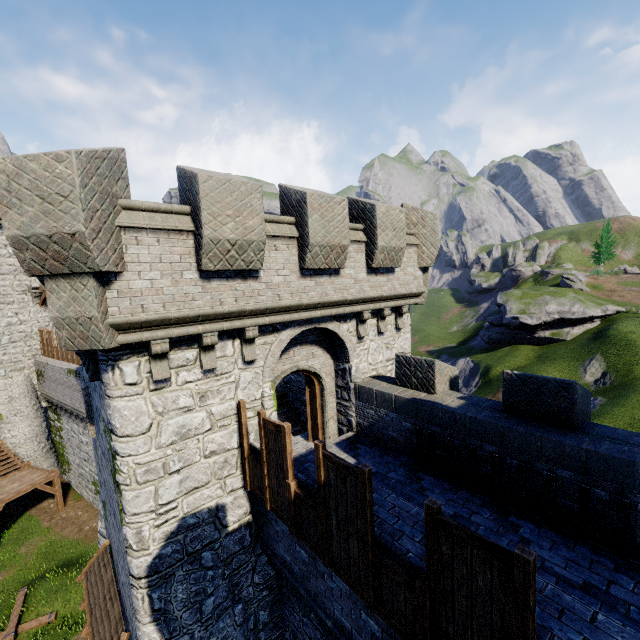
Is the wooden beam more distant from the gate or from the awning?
the gate

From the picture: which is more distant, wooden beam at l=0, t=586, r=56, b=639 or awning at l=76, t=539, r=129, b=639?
wooden beam at l=0, t=586, r=56, b=639

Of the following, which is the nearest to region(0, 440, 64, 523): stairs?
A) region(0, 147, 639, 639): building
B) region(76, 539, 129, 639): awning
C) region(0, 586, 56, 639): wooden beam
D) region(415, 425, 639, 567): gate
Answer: region(0, 586, 56, 639): wooden beam

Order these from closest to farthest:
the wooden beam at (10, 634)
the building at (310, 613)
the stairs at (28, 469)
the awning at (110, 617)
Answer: the building at (310, 613)
the awning at (110, 617)
the wooden beam at (10, 634)
the stairs at (28, 469)

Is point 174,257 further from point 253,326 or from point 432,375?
point 432,375

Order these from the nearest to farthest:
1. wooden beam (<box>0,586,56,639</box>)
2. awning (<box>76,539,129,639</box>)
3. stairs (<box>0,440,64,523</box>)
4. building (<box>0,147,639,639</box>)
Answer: building (<box>0,147,639,639</box>)
awning (<box>76,539,129,639</box>)
wooden beam (<box>0,586,56,639</box>)
stairs (<box>0,440,64,523</box>)

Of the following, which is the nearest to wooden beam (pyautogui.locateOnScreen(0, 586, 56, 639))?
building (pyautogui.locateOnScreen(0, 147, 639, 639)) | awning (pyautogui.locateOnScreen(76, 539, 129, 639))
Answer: building (pyautogui.locateOnScreen(0, 147, 639, 639))

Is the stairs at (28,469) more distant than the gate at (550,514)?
Yes
